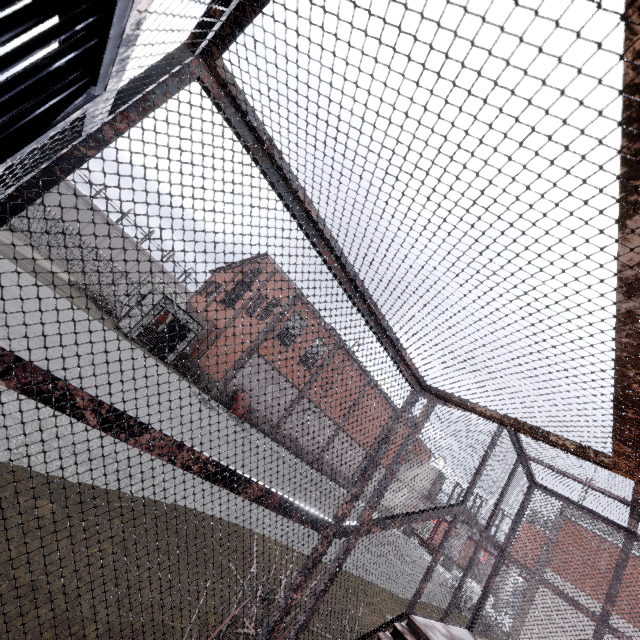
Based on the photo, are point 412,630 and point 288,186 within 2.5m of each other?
no

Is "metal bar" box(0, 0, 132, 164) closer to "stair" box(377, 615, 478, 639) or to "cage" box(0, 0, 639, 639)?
"cage" box(0, 0, 639, 639)

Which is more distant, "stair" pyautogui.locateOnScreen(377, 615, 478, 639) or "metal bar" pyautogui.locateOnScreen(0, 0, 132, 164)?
"stair" pyautogui.locateOnScreen(377, 615, 478, 639)

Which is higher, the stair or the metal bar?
the metal bar

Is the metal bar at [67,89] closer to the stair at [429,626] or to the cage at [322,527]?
the cage at [322,527]

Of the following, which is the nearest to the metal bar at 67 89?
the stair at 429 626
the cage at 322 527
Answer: the cage at 322 527

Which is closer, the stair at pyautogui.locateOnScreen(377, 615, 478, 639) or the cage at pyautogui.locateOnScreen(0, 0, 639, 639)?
the cage at pyautogui.locateOnScreen(0, 0, 639, 639)
